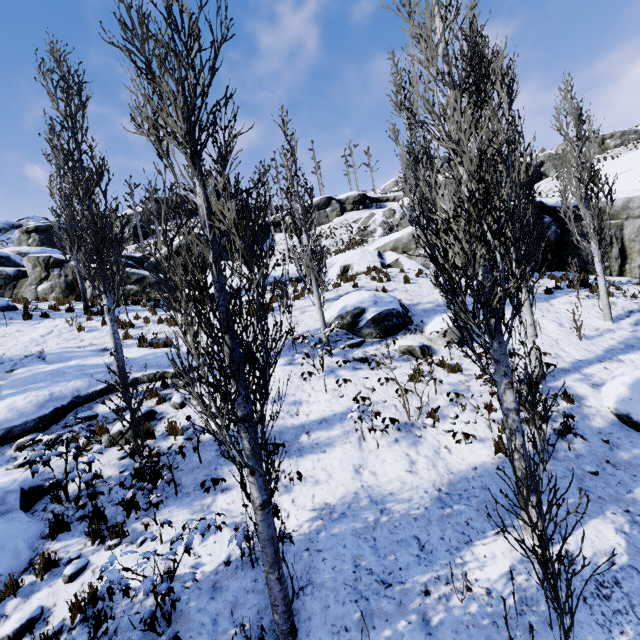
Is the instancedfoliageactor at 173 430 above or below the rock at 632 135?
below

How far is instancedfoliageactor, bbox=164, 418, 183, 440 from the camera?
7.5 meters

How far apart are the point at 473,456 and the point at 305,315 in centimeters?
777cm

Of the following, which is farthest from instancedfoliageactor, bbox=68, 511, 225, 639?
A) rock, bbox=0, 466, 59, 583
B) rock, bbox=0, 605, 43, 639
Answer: rock, bbox=0, 605, 43, 639

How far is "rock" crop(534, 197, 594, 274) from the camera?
16.72m

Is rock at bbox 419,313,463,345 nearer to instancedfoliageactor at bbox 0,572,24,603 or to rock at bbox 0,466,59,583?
instancedfoliageactor at bbox 0,572,24,603

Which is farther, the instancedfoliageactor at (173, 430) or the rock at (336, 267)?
the rock at (336, 267)

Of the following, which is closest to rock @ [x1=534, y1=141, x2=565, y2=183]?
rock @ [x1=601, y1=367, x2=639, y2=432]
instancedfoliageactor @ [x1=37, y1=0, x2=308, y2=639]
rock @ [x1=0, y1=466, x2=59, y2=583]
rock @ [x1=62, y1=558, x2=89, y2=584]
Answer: instancedfoliageactor @ [x1=37, y1=0, x2=308, y2=639]
